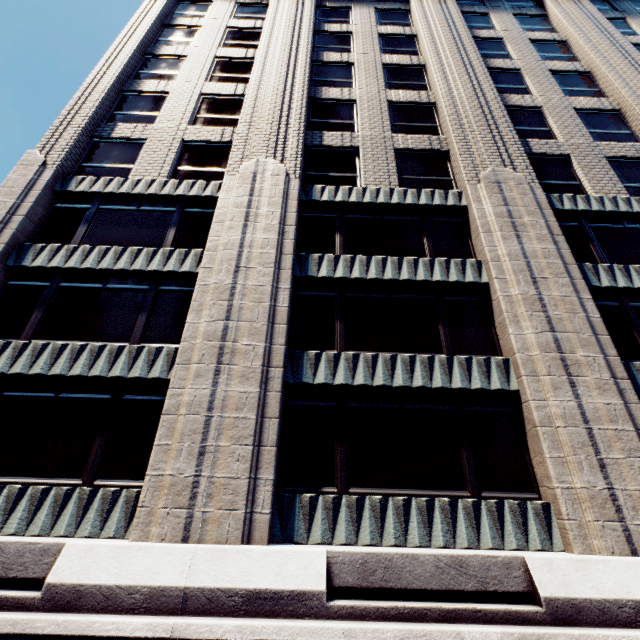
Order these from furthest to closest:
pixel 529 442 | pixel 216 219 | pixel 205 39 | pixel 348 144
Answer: pixel 205 39 < pixel 348 144 < pixel 216 219 < pixel 529 442
